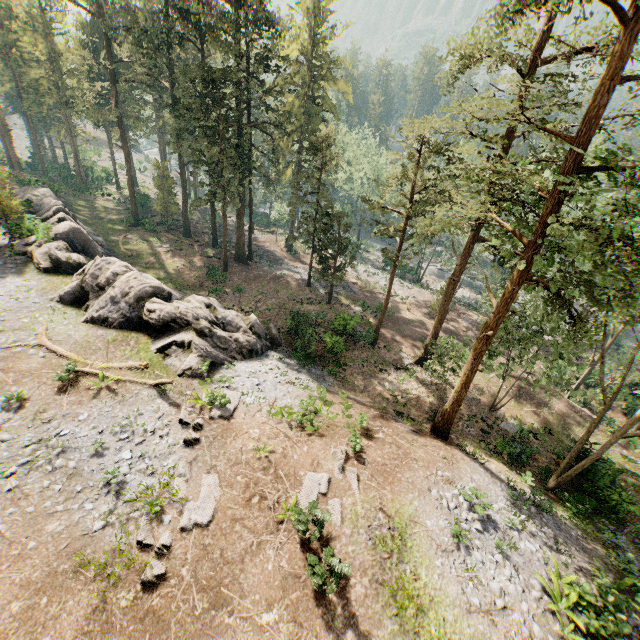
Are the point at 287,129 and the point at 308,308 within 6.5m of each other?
no

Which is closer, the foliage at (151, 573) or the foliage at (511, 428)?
the foliage at (151, 573)

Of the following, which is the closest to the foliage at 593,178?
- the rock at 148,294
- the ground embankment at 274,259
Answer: the ground embankment at 274,259

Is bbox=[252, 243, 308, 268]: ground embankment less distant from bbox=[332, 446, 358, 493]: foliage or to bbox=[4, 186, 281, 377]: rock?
bbox=[332, 446, 358, 493]: foliage

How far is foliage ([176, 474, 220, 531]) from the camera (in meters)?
11.20

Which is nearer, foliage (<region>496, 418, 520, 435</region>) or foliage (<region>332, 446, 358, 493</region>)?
foliage (<region>332, 446, 358, 493</region>)

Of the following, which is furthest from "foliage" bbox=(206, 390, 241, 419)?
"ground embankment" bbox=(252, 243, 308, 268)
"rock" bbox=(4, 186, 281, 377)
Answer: "rock" bbox=(4, 186, 281, 377)

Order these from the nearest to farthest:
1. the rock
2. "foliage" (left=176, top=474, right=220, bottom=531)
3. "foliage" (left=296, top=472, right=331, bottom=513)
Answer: "foliage" (left=176, top=474, right=220, bottom=531) → "foliage" (left=296, top=472, right=331, bottom=513) → the rock
